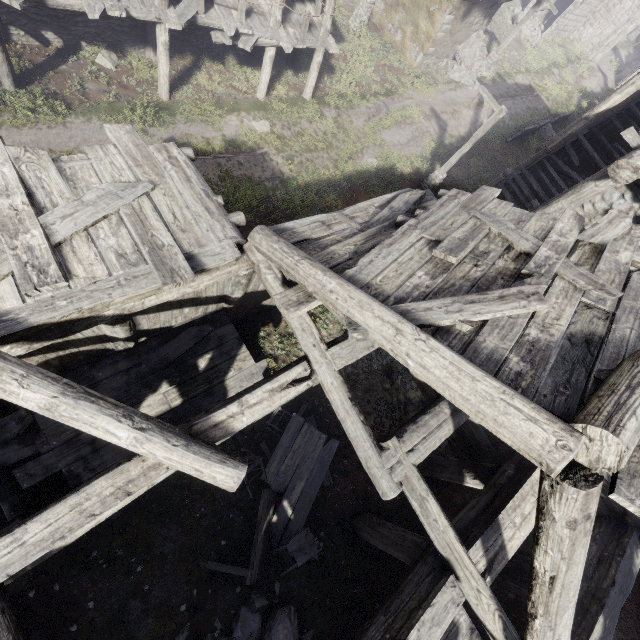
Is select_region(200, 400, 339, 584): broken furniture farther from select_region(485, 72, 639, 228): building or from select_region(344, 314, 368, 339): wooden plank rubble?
select_region(344, 314, 368, 339): wooden plank rubble

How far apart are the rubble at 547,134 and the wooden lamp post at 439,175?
12.90m

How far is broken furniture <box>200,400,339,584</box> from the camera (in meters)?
7.30

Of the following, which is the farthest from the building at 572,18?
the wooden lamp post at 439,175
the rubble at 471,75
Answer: the wooden lamp post at 439,175

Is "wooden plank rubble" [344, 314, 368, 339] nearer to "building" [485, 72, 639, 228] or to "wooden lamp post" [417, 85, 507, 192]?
"building" [485, 72, 639, 228]

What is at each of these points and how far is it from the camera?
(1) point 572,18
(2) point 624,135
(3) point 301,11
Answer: (1) building, 28.6m
(2) building, 7.2m
(3) building, 13.8m

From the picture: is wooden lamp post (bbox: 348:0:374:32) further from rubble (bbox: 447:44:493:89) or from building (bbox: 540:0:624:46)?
rubble (bbox: 447:44:493:89)

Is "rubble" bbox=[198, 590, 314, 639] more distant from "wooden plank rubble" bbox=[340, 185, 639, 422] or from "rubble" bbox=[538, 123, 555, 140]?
"rubble" bbox=[538, 123, 555, 140]
